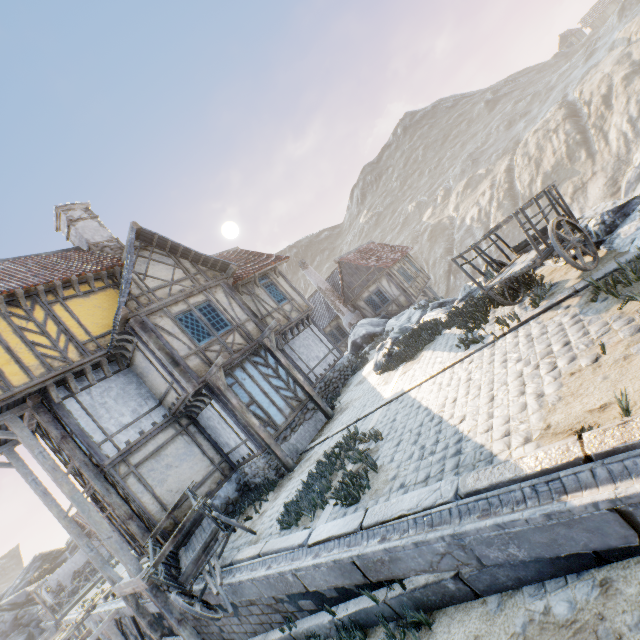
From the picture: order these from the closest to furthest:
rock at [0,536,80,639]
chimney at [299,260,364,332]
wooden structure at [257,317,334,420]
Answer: wooden structure at [257,317,334,420]
chimney at [299,260,364,332]
rock at [0,536,80,639]

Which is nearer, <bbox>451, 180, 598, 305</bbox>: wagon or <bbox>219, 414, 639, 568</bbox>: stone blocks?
<bbox>219, 414, 639, 568</bbox>: stone blocks

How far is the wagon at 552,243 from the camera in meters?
5.9

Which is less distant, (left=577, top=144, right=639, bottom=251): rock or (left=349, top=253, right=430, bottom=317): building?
(left=577, top=144, right=639, bottom=251): rock

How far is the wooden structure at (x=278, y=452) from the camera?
9.9 meters

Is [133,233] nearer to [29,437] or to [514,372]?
[29,437]

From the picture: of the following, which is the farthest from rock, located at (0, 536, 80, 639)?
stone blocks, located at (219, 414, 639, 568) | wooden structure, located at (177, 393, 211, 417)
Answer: wooden structure, located at (177, 393, 211, 417)

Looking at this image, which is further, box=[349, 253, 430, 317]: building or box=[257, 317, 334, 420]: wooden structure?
box=[349, 253, 430, 317]: building
